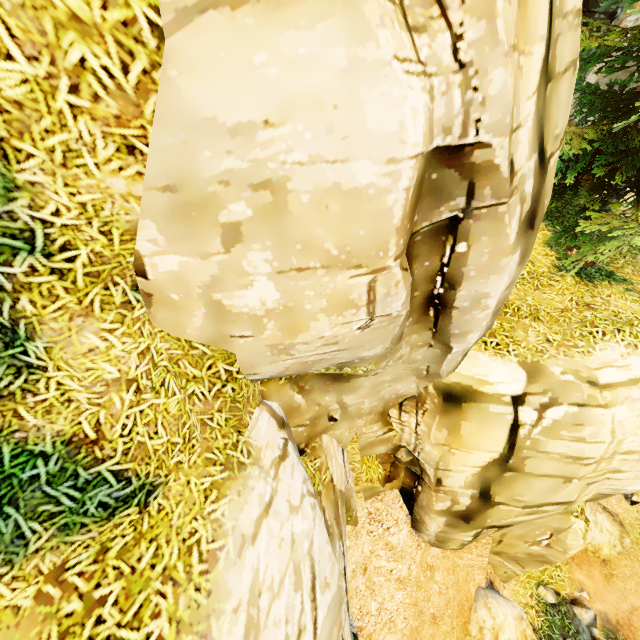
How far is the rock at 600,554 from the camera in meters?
9.8 m

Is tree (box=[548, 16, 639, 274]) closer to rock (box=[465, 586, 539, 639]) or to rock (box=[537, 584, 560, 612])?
rock (box=[465, 586, 539, 639])

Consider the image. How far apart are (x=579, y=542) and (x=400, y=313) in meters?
7.9 m

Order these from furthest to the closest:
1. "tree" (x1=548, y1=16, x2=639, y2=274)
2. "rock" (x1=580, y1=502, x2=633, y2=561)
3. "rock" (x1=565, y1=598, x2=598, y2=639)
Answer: "rock" (x1=580, y1=502, x2=633, y2=561)
"rock" (x1=565, y1=598, x2=598, y2=639)
"tree" (x1=548, y1=16, x2=639, y2=274)

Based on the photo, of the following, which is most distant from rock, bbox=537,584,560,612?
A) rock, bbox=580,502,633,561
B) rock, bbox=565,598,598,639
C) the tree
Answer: the tree

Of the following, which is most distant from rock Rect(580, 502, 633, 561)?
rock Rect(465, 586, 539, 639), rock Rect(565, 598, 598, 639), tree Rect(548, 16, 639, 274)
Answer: tree Rect(548, 16, 639, 274)

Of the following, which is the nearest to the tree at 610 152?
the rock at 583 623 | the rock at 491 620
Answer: the rock at 491 620
